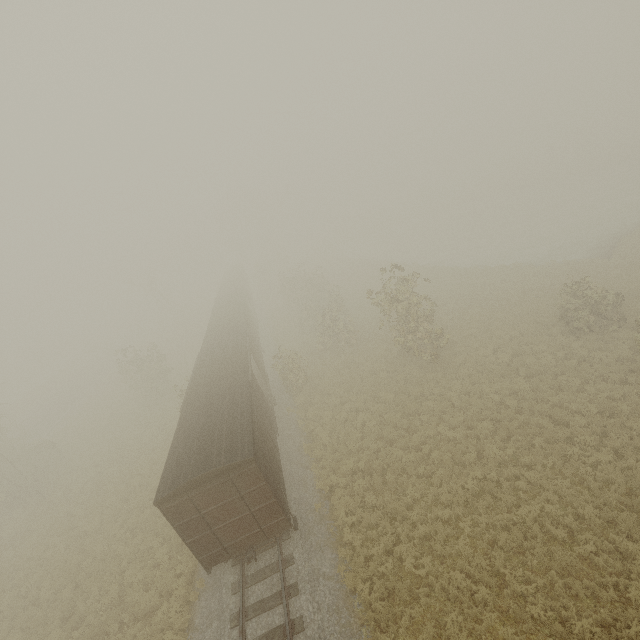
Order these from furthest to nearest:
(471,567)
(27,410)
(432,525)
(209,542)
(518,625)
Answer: (27,410) < (432,525) < (209,542) < (471,567) < (518,625)

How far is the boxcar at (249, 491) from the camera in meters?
10.7

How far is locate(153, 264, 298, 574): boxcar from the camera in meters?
10.7 m
